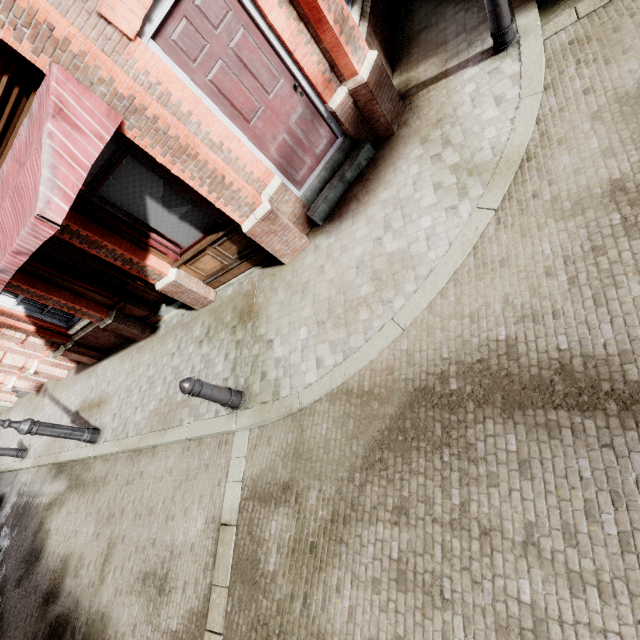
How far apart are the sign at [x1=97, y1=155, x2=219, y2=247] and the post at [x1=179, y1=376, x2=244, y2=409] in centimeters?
259cm

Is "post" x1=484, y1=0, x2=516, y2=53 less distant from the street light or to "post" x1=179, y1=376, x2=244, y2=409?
"post" x1=179, y1=376, x2=244, y2=409

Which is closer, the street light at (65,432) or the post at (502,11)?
the post at (502,11)

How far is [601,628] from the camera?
2.0m

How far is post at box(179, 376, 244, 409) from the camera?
4.24m

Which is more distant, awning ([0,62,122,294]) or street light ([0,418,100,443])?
street light ([0,418,100,443])

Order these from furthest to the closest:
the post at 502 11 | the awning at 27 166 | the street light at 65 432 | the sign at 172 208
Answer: the street light at 65 432
the sign at 172 208
the post at 502 11
the awning at 27 166

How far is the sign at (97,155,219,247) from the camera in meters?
4.6 m
